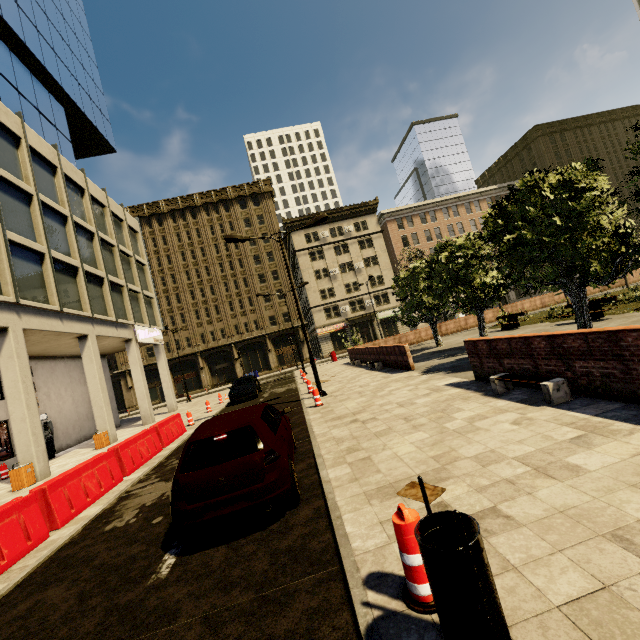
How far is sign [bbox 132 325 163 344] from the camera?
22.7 meters

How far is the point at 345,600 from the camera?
2.9 meters

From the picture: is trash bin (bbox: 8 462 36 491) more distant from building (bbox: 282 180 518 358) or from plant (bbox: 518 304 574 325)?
plant (bbox: 518 304 574 325)

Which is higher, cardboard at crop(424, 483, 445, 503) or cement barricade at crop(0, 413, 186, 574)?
cement barricade at crop(0, 413, 186, 574)

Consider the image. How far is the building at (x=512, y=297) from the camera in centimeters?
5175cm

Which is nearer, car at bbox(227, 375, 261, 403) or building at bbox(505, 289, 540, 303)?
car at bbox(227, 375, 261, 403)

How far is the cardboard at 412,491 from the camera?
4.1 meters

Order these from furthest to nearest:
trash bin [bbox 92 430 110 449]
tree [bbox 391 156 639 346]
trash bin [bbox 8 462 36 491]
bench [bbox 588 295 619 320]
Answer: trash bin [bbox 92 430 110 449]
bench [bbox 588 295 619 320]
trash bin [bbox 8 462 36 491]
tree [bbox 391 156 639 346]
